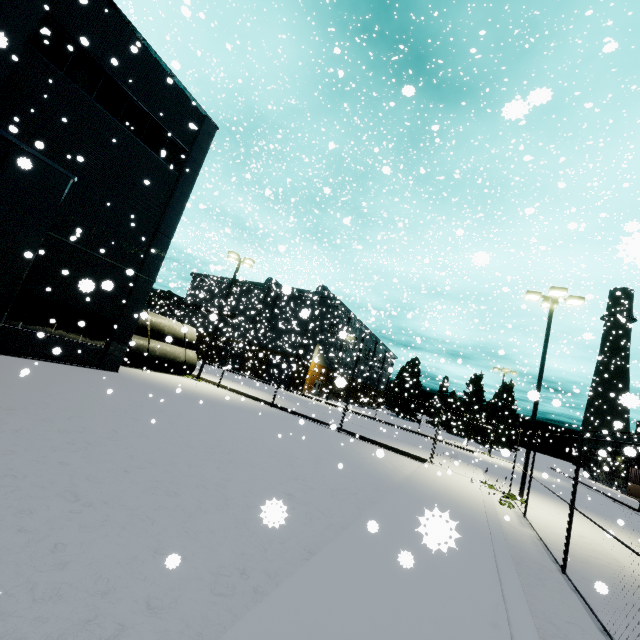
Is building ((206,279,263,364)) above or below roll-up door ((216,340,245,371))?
above

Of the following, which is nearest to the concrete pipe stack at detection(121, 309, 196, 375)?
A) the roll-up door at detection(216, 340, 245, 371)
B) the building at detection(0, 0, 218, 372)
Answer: the building at detection(0, 0, 218, 372)

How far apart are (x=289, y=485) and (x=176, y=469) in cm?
256

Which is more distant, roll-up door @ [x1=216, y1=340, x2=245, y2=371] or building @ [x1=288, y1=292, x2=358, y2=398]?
roll-up door @ [x1=216, y1=340, x2=245, y2=371]

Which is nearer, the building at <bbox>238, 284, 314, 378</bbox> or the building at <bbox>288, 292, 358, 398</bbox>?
the building at <bbox>238, 284, 314, 378</bbox>

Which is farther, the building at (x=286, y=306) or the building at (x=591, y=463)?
the building at (x=286, y=306)

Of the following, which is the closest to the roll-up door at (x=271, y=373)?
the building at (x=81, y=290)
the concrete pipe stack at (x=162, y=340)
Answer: the building at (x=81, y=290)
